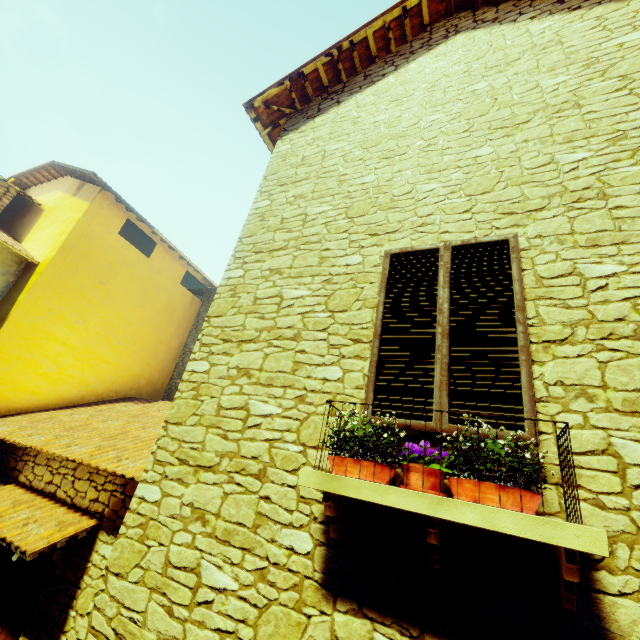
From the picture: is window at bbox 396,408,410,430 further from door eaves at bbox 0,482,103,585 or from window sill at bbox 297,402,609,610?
door eaves at bbox 0,482,103,585

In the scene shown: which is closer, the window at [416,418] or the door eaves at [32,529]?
the window at [416,418]

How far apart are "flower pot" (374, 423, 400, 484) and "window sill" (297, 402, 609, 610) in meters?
0.0

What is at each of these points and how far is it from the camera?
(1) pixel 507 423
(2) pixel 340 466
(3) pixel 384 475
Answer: (1) window, 2.02m
(2) flower pot, 2.04m
(3) flower pot, 1.96m

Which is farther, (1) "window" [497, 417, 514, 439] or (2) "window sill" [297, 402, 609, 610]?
(1) "window" [497, 417, 514, 439]

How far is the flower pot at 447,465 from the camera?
1.8m

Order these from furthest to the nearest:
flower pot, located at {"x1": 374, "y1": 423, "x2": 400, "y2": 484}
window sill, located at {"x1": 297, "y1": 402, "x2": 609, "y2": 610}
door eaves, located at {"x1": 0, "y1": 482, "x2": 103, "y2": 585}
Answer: door eaves, located at {"x1": 0, "y1": 482, "x2": 103, "y2": 585} → flower pot, located at {"x1": 374, "y1": 423, "x2": 400, "y2": 484} → window sill, located at {"x1": 297, "y1": 402, "x2": 609, "y2": 610}

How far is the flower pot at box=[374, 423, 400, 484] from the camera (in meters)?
1.95
